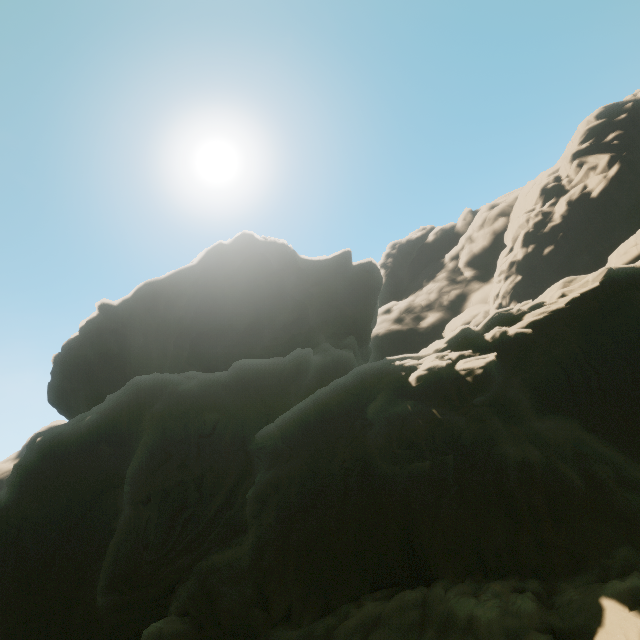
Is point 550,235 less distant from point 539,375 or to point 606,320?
point 606,320
